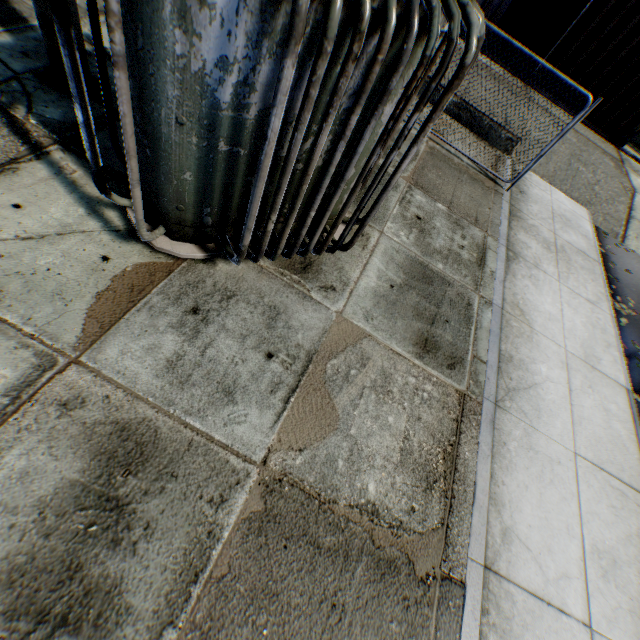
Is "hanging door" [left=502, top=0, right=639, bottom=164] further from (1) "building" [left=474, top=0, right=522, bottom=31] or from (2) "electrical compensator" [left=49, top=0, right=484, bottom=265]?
(2) "electrical compensator" [left=49, top=0, right=484, bottom=265]

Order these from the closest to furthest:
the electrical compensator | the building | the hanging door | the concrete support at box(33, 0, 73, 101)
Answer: the electrical compensator
the concrete support at box(33, 0, 73, 101)
the hanging door
the building

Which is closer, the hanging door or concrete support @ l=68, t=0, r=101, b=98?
concrete support @ l=68, t=0, r=101, b=98

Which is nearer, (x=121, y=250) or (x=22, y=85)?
(x=121, y=250)

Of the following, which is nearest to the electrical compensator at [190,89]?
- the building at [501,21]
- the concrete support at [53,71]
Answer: the concrete support at [53,71]

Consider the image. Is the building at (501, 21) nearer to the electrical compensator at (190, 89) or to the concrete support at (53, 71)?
the electrical compensator at (190, 89)

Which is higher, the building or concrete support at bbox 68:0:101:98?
the building
